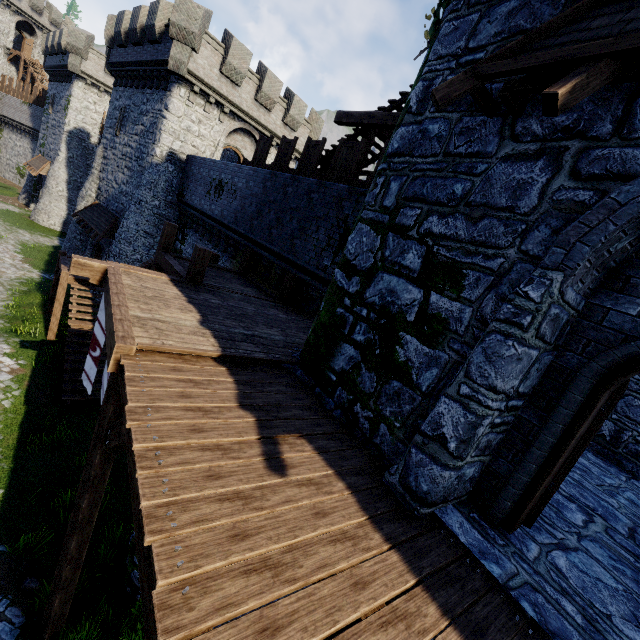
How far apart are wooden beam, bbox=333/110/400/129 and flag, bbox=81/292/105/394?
8.8m

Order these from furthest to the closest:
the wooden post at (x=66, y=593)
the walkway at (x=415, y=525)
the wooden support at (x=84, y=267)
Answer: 1. the wooden support at (x=84, y=267)
2. the wooden post at (x=66, y=593)
3. the walkway at (x=415, y=525)

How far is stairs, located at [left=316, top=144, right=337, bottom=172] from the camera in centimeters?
1224cm

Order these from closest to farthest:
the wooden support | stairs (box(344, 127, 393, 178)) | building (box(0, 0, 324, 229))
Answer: the wooden support → stairs (box(344, 127, 393, 178)) → building (box(0, 0, 324, 229))

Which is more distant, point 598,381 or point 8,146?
point 8,146

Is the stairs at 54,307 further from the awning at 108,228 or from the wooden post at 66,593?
the wooden post at 66,593

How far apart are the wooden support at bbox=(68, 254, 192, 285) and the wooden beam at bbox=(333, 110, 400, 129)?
7.46m

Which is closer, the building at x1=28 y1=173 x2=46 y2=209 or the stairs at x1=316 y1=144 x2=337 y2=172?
the stairs at x1=316 y1=144 x2=337 y2=172
